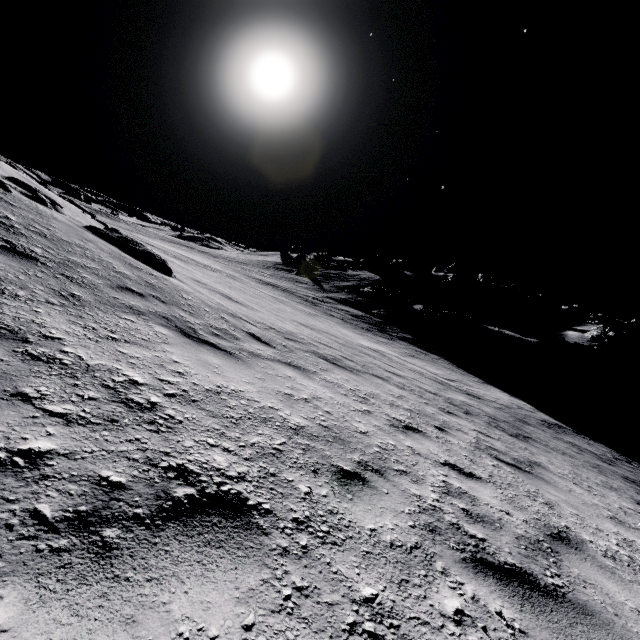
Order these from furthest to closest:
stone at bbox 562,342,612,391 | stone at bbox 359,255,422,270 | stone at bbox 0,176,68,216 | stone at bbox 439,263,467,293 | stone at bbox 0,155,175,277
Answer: stone at bbox 359,255,422,270 → stone at bbox 439,263,467,293 → stone at bbox 562,342,612,391 → stone at bbox 0,155,175,277 → stone at bbox 0,176,68,216

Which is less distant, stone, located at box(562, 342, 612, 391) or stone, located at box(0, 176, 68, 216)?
stone, located at box(0, 176, 68, 216)

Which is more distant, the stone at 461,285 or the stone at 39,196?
the stone at 461,285

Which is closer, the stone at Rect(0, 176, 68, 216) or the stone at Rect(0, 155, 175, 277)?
the stone at Rect(0, 176, 68, 216)

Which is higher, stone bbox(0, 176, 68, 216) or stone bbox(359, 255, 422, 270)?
stone bbox(359, 255, 422, 270)

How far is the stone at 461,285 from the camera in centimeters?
4553cm

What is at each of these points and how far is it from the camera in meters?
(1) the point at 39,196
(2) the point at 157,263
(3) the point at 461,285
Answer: (1) stone, 6.9 m
(2) stone, 7.1 m
(3) stone, 45.9 m

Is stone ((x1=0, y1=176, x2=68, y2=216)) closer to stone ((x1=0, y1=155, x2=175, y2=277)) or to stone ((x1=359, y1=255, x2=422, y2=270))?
stone ((x1=0, y1=155, x2=175, y2=277))
